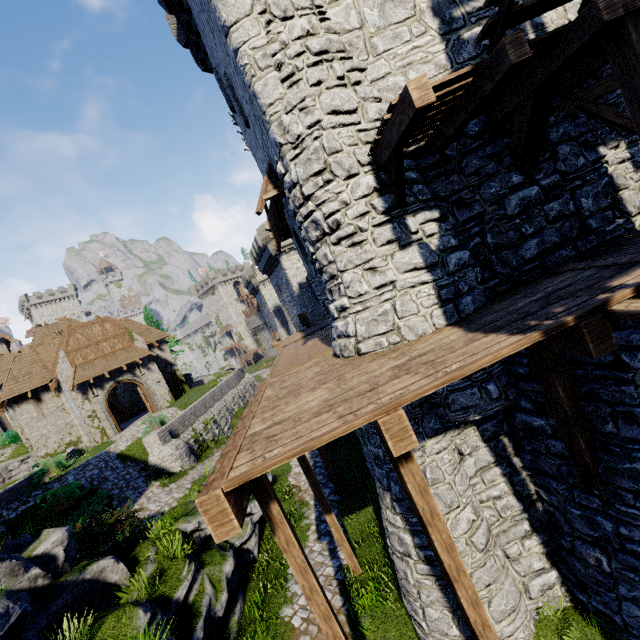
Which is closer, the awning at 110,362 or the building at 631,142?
the building at 631,142

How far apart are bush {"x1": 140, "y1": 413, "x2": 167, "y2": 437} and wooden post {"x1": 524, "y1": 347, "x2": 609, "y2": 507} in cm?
2056

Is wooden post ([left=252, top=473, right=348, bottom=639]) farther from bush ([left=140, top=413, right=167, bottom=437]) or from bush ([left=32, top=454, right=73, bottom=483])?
bush ([left=32, top=454, right=73, bottom=483])

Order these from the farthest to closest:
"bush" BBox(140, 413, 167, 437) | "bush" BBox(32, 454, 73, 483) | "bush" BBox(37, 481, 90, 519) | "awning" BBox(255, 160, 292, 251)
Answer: "bush" BBox(140, 413, 167, 437) < "bush" BBox(32, 454, 73, 483) < "bush" BBox(37, 481, 90, 519) < "awning" BBox(255, 160, 292, 251)

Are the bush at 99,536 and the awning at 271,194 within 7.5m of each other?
no

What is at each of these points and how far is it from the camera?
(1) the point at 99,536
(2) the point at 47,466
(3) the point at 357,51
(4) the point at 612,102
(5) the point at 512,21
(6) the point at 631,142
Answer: (1) bush, 9.78m
(2) bush, 19.55m
(3) building, 6.37m
(4) building, 6.71m
(5) stairs, 4.18m
(6) building, 6.77m

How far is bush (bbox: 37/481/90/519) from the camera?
14.8m

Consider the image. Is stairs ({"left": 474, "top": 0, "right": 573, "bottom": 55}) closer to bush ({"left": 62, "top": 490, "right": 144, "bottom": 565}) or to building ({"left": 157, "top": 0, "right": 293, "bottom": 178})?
building ({"left": 157, "top": 0, "right": 293, "bottom": 178})
